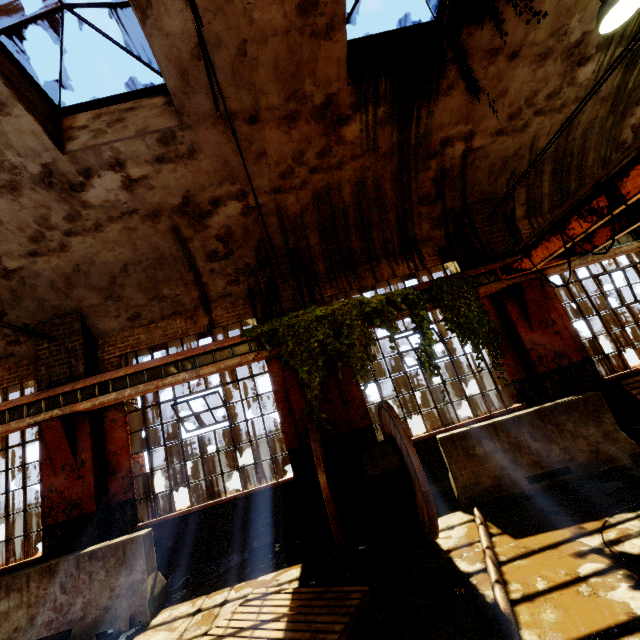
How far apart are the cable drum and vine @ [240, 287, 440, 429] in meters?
0.4

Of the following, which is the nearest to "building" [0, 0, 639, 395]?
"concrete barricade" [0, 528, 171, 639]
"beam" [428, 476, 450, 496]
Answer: "beam" [428, 476, 450, 496]

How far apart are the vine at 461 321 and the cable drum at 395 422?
2.2m

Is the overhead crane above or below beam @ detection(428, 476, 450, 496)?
above

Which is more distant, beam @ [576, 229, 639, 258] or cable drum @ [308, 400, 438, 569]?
beam @ [576, 229, 639, 258]

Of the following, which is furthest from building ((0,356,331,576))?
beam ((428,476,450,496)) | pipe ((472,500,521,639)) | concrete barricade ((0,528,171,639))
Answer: pipe ((472,500,521,639))

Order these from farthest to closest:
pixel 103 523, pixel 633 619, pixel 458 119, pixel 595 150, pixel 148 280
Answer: pixel 595 150 → pixel 148 280 → pixel 458 119 → pixel 103 523 → pixel 633 619

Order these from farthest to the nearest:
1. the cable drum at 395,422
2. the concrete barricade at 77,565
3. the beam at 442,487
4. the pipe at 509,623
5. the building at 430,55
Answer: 1. the beam at 442,487
2. the building at 430,55
3. the concrete barricade at 77,565
4. the cable drum at 395,422
5. the pipe at 509,623
